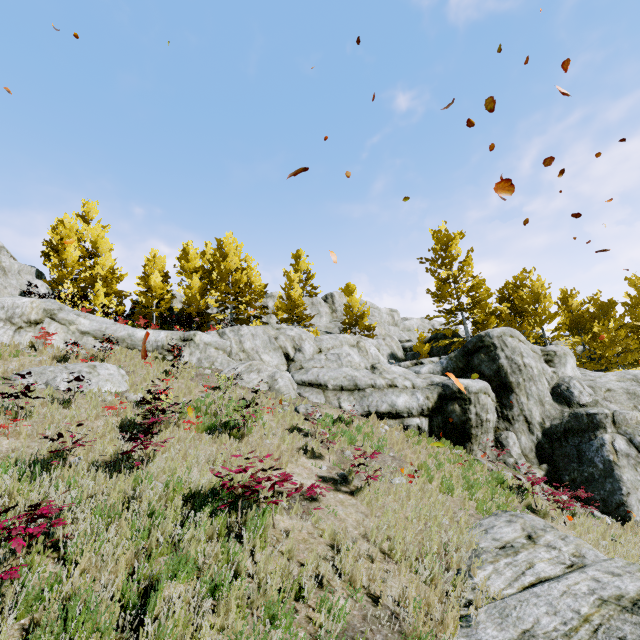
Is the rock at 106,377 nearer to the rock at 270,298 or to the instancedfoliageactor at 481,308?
the rock at 270,298

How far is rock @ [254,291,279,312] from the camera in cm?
3453

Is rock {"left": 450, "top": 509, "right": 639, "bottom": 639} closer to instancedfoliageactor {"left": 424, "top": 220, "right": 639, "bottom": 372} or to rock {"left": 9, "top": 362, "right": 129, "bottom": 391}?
instancedfoliageactor {"left": 424, "top": 220, "right": 639, "bottom": 372}

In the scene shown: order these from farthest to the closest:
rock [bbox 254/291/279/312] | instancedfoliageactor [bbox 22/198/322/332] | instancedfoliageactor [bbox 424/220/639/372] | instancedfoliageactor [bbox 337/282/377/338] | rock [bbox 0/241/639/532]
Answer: rock [bbox 254/291/279/312] < instancedfoliageactor [bbox 337/282/377/338] < instancedfoliageactor [bbox 22/198/322/332] < instancedfoliageactor [bbox 424/220/639/372] < rock [bbox 0/241/639/532]

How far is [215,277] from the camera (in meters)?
27.47

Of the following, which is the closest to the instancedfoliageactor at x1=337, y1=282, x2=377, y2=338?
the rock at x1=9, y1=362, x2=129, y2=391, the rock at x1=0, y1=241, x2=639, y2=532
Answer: the rock at x1=0, y1=241, x2=639, y2=532

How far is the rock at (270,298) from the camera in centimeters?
3453cm

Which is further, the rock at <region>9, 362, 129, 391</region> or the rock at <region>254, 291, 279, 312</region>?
the rock at <region>254, 291, 279, 312</region>
